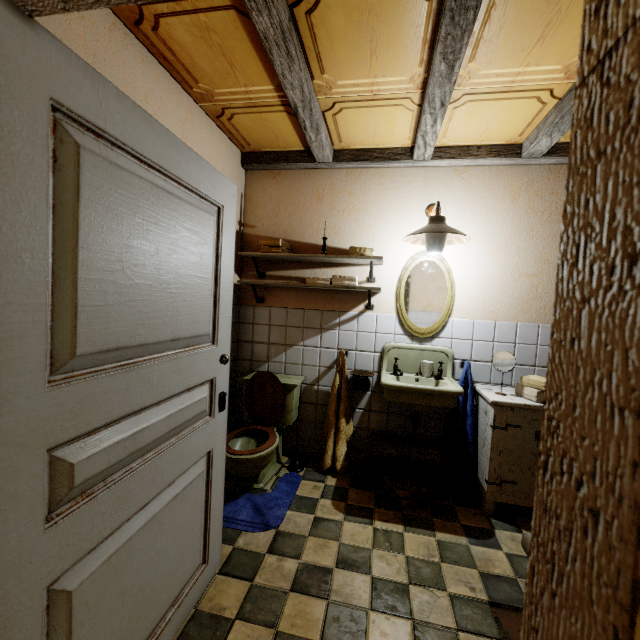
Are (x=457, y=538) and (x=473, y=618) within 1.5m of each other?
yes

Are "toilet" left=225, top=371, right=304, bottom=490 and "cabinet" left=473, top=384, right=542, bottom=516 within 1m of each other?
no

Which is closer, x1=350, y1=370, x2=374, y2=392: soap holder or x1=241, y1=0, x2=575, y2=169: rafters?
x1=241, y1=0, x2=575, y2=169: rafters

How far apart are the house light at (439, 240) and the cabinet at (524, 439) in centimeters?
117cm

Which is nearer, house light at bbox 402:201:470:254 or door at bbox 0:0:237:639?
door at bbox 0:0:237:639

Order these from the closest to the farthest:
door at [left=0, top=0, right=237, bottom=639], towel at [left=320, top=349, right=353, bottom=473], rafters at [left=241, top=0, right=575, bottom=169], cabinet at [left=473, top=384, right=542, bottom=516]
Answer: door at [left=0, top=0, right=237, bottom=639] < rafters at [left=241, top=0, right=575, bottom=169] < cabinet at [left=473, top=384, right=542, bottom=516] < towel at [left=320, top=349, right=353, bottom=473]

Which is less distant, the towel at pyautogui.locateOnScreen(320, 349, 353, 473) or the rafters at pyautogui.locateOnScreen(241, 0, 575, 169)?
the rafters at pyautogui.locateOnScreen(241, 0, 575, 169)

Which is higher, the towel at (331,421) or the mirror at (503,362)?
the mirror at (503,362)
